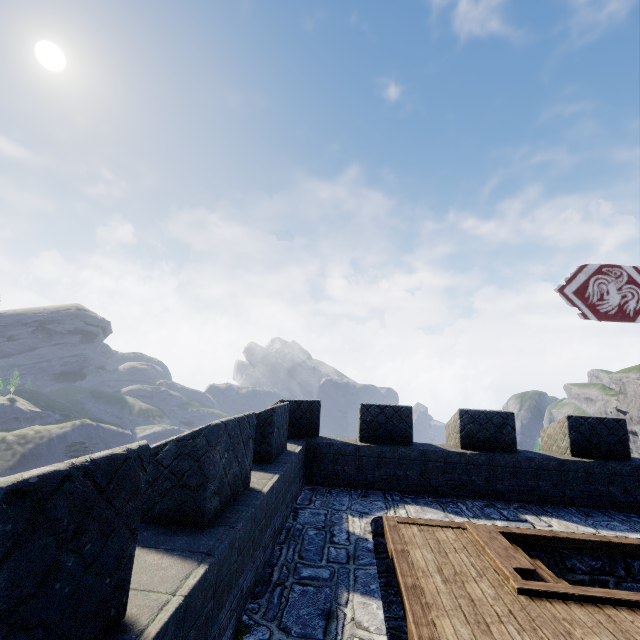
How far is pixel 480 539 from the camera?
5.25m

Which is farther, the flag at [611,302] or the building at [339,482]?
the flag at [611,302]

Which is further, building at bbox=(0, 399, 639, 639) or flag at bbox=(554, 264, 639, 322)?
flag at bbox=(554, 264, 639, 322)

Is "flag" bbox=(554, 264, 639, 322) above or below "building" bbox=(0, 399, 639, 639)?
above

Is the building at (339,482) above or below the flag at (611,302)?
below
